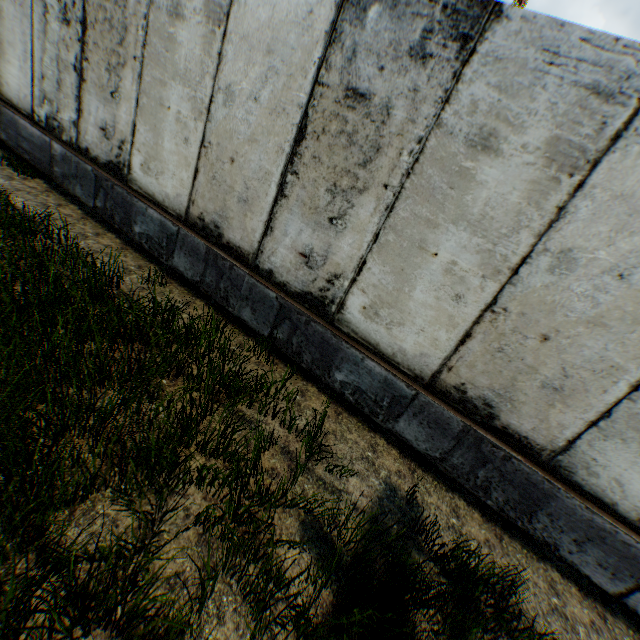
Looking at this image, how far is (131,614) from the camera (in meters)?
→ 1.61
